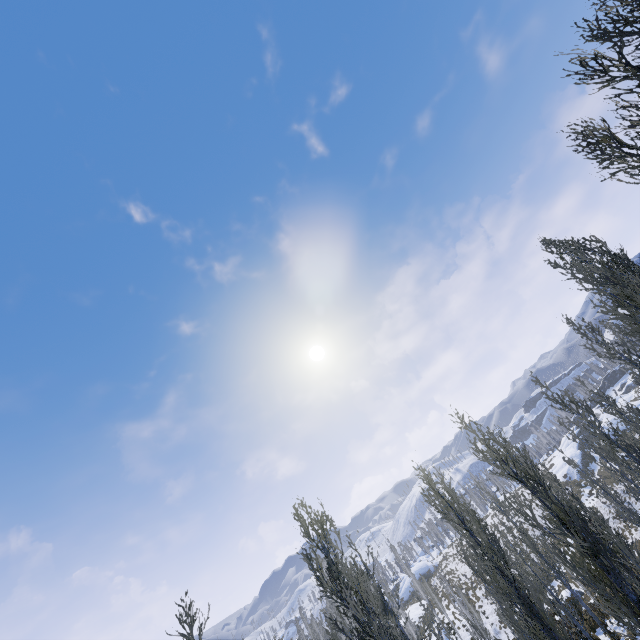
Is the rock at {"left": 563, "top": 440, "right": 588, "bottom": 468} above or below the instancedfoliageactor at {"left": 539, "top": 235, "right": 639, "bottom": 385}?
below

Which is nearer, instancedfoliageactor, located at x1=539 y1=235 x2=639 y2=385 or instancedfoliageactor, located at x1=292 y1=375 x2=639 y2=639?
instancedfoliageactor, located at x1=292 y1=375 x2=639 y2=639

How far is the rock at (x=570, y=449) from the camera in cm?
5002

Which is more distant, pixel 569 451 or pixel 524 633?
pixel 569 451

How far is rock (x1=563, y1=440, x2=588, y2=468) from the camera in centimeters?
5002cm

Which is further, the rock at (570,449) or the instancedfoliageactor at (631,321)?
the rock at (570,449)

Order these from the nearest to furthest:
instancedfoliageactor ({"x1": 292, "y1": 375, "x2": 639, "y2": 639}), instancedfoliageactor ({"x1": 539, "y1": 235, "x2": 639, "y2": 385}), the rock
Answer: instancedfoliageactor ({"x1": 292, "y1": 375, "x2": 639, "y2": 639}), instancedfoliageactor ({"x1": 539, "y1": 235, "x2": 639, "y2": 385}), the rock

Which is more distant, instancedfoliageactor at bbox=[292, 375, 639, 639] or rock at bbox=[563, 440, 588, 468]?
rock at bbox=[563, 440, 588, 468]
